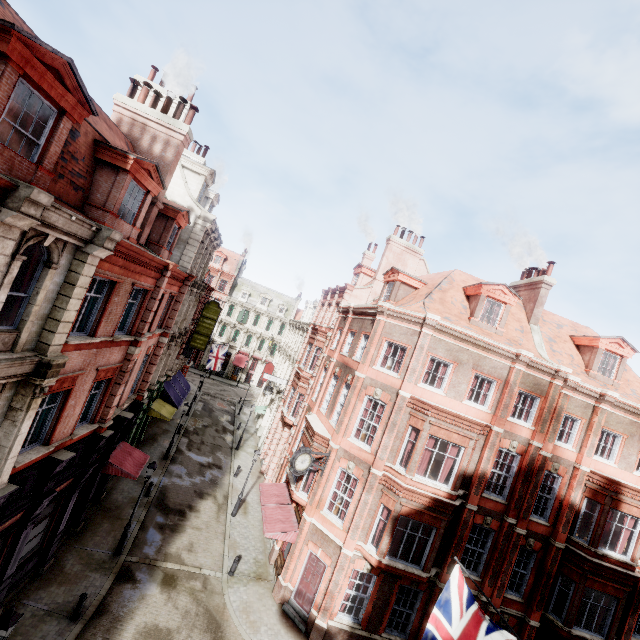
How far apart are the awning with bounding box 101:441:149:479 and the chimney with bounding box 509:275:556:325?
23.97m

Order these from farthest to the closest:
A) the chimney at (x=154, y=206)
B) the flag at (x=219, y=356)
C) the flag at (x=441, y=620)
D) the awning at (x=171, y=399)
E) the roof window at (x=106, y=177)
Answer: the flag at (x=219, y=356) → the awning at (x=171, y=399) → the chimney at (x=154, y=206) → the roof window at (x=106, y=177) → the flag at (x=441, y=620)

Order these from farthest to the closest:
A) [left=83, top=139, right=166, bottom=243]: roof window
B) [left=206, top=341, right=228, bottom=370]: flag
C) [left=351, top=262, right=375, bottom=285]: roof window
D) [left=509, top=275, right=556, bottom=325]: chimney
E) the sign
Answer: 1. [left=206, top=341, right=228, bottom=370]: flag
2. [left=351, top=262, right=375, bottom=285]: roof window
3. the sign
4. [left=509, top=275, right=556, bottom=325]: chimney
5. [left=83, top=139, right=166, bottom=243]: roof window

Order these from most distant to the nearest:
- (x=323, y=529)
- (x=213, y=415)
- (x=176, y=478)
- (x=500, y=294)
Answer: (x=213, y=415) < (x=176, y=478) < (x=500, y=294) < (x=323, y=529)

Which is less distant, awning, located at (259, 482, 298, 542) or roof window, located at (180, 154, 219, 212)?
awning, located at (259, 482, 298, 542)

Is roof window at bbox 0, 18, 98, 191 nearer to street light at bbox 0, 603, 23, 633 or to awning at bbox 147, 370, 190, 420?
street light at bbox 0, 603, 23, 633

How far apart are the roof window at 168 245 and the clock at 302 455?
11.8m

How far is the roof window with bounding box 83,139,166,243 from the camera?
10.7 meters
